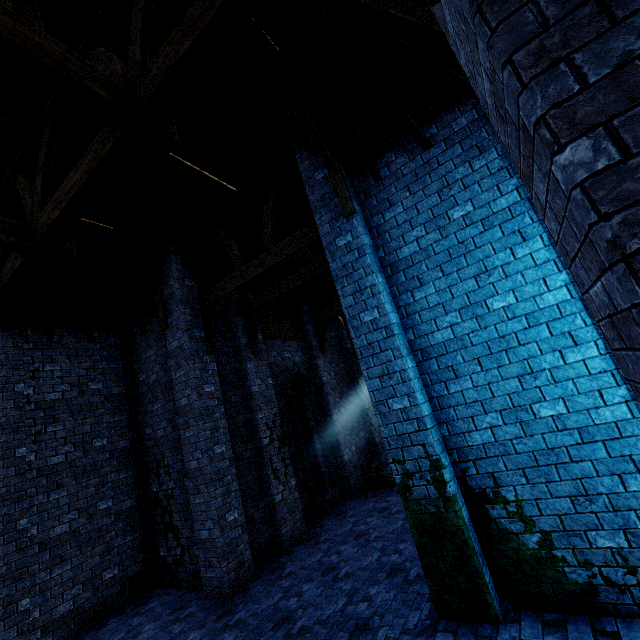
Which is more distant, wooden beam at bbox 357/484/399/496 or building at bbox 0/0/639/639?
wooden beam at bbox 357/484/399/496

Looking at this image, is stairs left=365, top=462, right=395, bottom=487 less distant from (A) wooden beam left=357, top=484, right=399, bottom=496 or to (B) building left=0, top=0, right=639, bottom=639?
(A) wooden beam left=357, top=484, right=399, bottom=496

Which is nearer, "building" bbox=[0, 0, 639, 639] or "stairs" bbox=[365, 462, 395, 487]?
"building" bbox=[0, 0, 639, 639]

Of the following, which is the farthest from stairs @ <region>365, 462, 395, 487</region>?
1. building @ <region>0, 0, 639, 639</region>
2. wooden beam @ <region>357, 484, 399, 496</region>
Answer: building @ <region>0, 0, 639, 639</region>

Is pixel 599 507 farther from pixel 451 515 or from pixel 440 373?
pixel 440 373

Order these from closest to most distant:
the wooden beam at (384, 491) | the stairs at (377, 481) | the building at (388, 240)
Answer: the building at (388, 240) < the wooden beam at (384, 491) < the stairs at (377, 481)

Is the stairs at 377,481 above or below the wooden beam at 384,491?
above

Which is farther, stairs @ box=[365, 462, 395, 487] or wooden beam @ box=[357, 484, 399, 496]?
stairs @ box=[365, 462, 395, 487]
